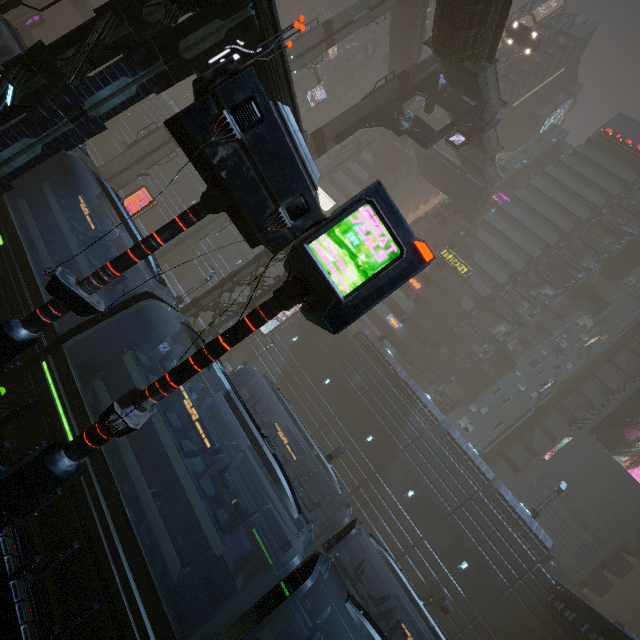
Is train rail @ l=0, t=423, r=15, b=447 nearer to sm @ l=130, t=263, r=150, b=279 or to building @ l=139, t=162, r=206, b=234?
building @ l=139, t=162, r=206, b=234

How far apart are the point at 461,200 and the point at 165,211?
41.3m

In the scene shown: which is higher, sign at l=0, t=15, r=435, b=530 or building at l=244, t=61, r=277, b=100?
building at l=244, t=61, r=277, b=100

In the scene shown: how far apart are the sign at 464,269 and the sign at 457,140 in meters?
20.0 m

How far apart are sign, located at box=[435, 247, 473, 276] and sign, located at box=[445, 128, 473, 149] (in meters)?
19.98

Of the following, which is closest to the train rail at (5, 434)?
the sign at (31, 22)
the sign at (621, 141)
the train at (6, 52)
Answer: the train at (6, 52)

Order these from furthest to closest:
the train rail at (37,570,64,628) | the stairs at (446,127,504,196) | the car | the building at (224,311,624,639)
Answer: the car
the stairs at (446,127,504,196)
the building at (224,311,624,639)
the train rail at (37,570,64,628)

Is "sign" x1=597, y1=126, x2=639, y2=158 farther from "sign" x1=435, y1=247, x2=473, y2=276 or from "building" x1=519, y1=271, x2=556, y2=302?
"sign" x1=435, y1=247, x2=473, y2=276
